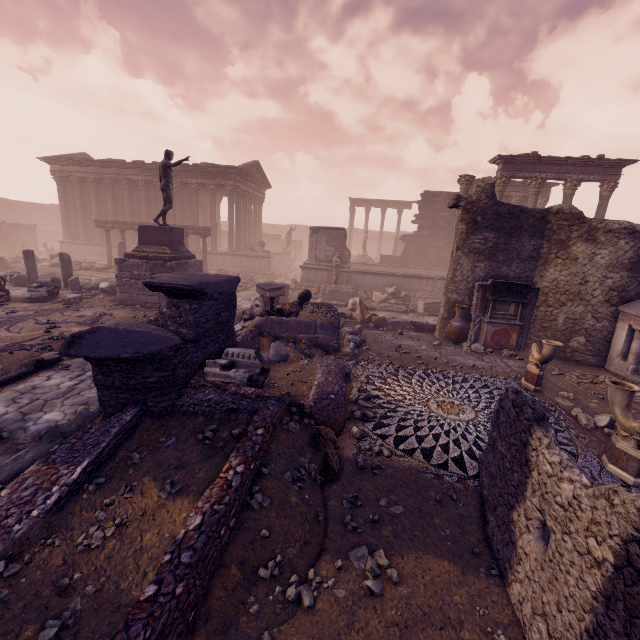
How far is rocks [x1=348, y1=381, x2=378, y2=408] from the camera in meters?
6.2

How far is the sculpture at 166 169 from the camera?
12.0m

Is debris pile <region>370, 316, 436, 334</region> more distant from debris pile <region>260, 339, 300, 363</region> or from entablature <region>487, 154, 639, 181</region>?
entablature <region>487, 154, 639, 181</region>

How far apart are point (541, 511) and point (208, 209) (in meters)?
32.39

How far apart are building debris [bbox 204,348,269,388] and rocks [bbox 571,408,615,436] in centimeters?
606cm

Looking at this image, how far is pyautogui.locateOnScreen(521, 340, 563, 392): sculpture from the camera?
7.0 meters

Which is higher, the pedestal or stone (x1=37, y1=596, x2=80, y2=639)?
the pedestal

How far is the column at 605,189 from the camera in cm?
1642
